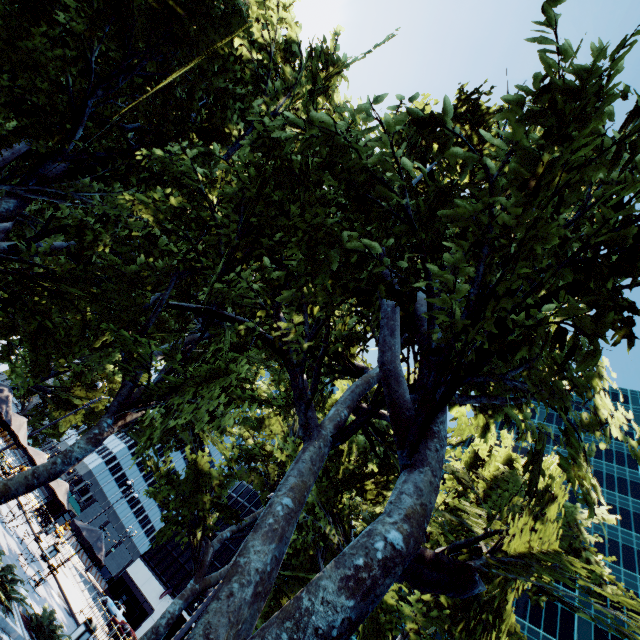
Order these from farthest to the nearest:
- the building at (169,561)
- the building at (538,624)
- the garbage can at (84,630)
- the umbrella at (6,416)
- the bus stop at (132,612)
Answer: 1. the building at (169,561)
2. the bus stop at (132,612)
3. the building at (538,624)
4. the garbage can at (84,630)
5. the umbrella at (6,416)

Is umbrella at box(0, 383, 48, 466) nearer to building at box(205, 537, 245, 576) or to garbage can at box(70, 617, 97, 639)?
garbage can at box(70, 617, 97, 639)

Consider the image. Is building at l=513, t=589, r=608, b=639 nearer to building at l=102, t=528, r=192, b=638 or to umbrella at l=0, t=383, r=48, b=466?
building at l=102, t=528, r=192, b=638

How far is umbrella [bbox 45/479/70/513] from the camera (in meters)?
18.67

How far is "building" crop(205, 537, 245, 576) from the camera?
51.7 meters

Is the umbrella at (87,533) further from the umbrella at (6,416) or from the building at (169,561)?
the building at (169,561)

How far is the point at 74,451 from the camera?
10.7m

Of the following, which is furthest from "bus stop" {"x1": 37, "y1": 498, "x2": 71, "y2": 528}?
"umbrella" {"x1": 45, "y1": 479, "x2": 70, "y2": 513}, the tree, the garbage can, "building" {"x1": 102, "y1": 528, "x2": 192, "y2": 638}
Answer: the garbage can
